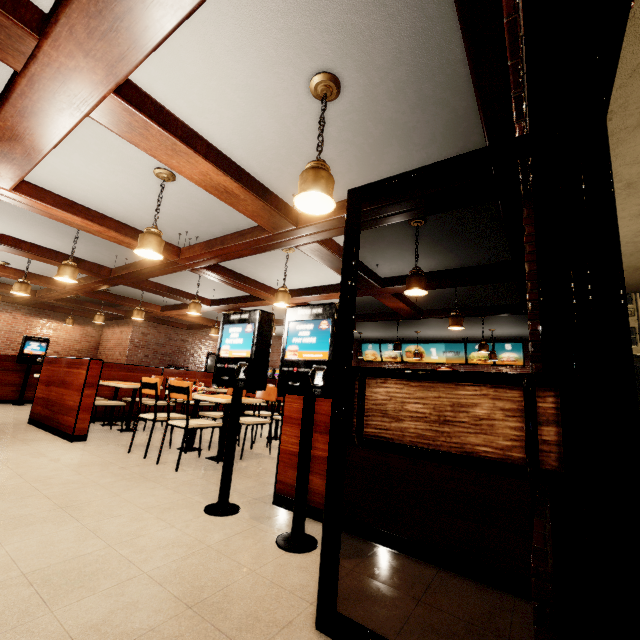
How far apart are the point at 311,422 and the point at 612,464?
1.7 meters
